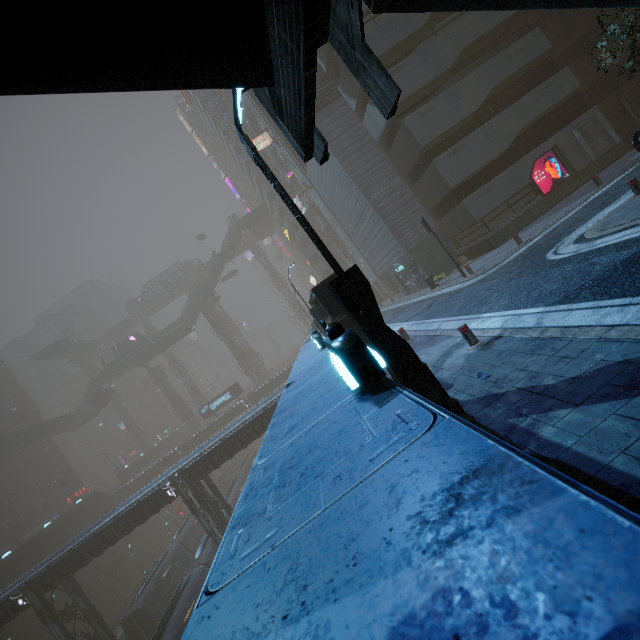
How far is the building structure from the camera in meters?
44.9

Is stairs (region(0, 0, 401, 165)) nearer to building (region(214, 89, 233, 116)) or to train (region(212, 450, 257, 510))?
building (region(214, 89, 233, 116))

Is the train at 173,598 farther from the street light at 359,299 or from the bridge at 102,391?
the bridge at 102,391

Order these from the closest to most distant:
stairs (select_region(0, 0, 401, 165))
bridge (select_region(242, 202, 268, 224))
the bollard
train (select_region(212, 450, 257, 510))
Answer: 1. stairs (select_region(0, 0, 401, 165))
2. the bollard
3. train (select_region(212, 450, 257, 510))
4. bridge (select_region(242, 202, 268, 224))

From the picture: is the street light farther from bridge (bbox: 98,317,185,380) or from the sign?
bridge (bbox: 98,317,185,380)

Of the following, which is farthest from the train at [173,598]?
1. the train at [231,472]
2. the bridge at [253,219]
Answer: the bridge at [253,219]

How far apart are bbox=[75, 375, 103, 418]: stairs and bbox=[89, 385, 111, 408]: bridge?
0.00m

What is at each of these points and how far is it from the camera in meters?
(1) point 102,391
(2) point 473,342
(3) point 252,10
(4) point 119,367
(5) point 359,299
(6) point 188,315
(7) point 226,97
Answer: (1) bridge, 58.4
(2) bollard, 7.4
(3) stairs, 3.0
(4) bridge, 58.1
(5) street light, 5.3
(6) stairs, 59.2
(7) building, 47.0
